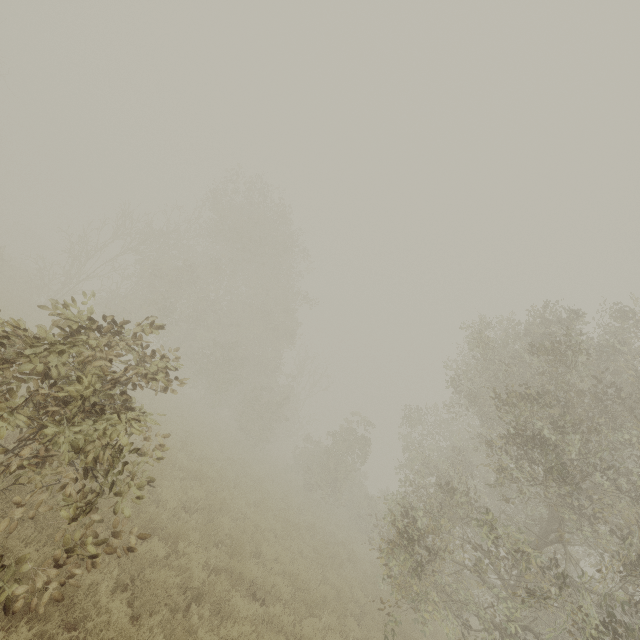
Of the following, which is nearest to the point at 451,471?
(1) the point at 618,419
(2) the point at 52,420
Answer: (1) the point at 618,419
